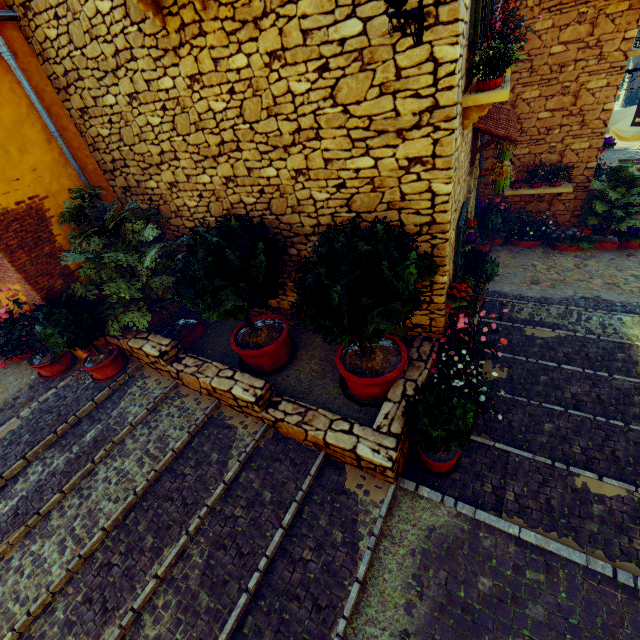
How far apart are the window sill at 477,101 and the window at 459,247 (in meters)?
1.24

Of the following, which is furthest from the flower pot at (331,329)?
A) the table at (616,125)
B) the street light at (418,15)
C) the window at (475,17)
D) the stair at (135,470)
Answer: the table at (616,125)

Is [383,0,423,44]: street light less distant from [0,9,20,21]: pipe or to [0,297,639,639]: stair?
[0,297,639,639]: stair

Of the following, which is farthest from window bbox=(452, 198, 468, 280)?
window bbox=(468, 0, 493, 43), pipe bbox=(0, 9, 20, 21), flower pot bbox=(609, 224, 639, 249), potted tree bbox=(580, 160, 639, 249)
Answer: pipe bbox=(0, 9, 20, 21)

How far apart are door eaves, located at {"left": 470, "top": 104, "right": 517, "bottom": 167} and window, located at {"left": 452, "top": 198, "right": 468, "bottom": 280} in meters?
1.1 m

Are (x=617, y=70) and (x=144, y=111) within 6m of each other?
no

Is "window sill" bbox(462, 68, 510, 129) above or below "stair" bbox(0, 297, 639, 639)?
above

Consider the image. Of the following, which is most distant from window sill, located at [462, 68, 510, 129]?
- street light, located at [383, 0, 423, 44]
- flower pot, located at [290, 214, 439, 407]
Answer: flower pot, located at [290, 214, 439, 407]
